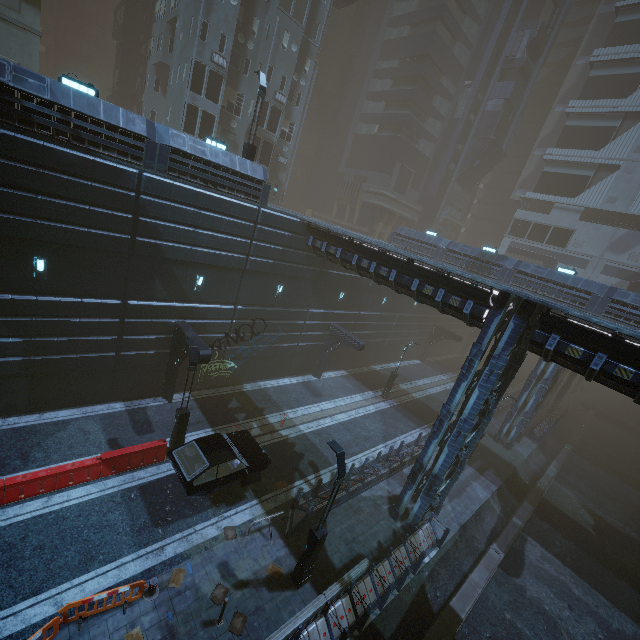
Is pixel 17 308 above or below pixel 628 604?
above

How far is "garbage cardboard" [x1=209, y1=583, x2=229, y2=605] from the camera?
10.47m

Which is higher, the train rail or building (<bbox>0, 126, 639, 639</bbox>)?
building (<bbox>0, 126, 639, 639</bbox>)

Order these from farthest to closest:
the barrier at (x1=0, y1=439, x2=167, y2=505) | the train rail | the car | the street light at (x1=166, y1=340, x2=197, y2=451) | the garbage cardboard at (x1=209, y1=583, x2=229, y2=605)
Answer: the street light at (x1=166, y1=340, x2=197, y2=451) < the train rail < the car < the barrier at (x1=0, y1=439, x2=167, y2=505) < the garbage cardboard at (x1=209, y1=583, x2=229, y2=605)

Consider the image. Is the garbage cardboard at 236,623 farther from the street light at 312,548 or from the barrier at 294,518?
the barrier at 294,518

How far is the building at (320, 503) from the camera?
14.12m

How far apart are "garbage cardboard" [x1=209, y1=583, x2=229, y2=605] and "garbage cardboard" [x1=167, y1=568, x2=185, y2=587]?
1.02m

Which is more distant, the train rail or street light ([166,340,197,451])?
street light ([166,340,197,451])
